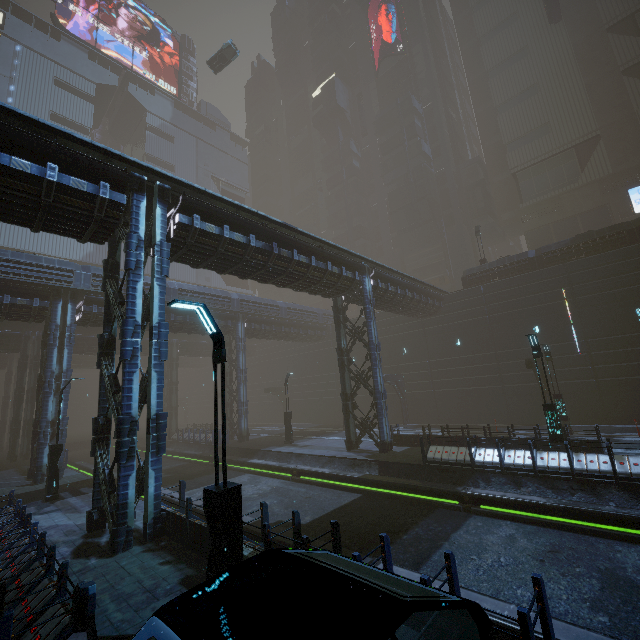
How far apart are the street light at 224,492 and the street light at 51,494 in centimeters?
1467cm

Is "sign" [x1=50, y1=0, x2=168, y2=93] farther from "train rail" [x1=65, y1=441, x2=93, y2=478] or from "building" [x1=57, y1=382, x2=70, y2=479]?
"train rail" [x1=65, y1=441, x2=93, y2=478]

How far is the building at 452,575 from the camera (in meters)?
4.47

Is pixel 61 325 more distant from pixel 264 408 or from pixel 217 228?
pixel 264 408

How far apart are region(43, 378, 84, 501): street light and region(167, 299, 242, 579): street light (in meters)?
14.67

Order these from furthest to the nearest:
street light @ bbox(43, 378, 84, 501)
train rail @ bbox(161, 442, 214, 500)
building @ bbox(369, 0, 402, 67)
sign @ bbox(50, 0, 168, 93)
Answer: building @ bbox(369, 0, 402, 67)
sign @ bbox(50, 0, 168, 93)
train rail @ bbox(161, 442, 214, 500)
street light @ bbox(43, 378, 84, 501)

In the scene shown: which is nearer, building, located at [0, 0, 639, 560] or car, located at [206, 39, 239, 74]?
building, located at [0, 0, 639, 560]

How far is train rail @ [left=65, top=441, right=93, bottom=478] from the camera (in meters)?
25.41
